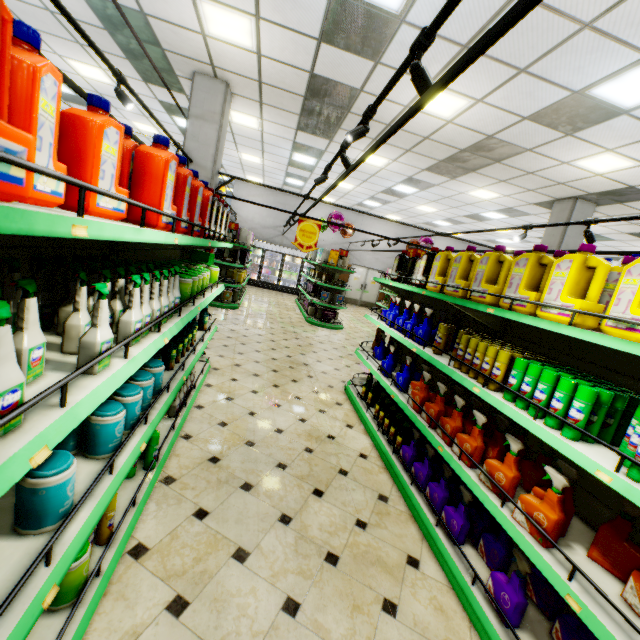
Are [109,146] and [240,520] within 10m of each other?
yes

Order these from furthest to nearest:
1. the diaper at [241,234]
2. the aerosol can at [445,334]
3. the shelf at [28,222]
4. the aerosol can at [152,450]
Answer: the diaper at [241,234], the aerosol can at [445,334], the aerosol can at [152,450], the shelf at [28,222]

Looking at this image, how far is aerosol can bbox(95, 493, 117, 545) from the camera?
1.8m

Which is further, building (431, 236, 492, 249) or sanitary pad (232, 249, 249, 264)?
building (431, 236, 492, 249)

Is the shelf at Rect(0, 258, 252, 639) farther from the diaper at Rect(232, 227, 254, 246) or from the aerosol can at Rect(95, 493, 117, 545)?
the diaper at Rect(232, 227, 254, 246)

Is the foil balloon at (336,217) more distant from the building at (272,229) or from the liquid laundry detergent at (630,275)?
the liquid laundry detergent at (630,275)

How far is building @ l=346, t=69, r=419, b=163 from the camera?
5.2 meters
